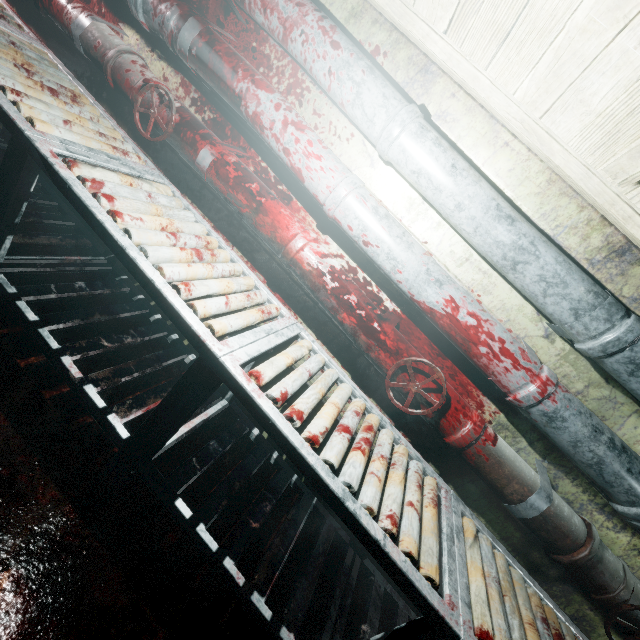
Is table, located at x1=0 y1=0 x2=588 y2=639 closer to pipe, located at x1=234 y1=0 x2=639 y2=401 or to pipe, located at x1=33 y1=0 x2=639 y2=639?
pipe, located at x1=33 y1=0 x2=639 y2=639

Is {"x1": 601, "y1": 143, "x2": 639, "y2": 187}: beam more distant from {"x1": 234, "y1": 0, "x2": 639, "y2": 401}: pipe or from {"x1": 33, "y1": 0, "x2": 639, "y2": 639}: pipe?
{"x1": 33, "y1": 0, "x2": 639, "y2": 639}: pipe

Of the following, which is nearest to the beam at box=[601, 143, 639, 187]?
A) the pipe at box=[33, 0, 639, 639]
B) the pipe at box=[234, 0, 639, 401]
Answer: the pipe at box=[234, 0, 639, 401]

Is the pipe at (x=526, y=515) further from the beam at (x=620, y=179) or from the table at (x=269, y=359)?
the beam at (x=620, y=179)

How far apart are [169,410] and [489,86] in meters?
1.7

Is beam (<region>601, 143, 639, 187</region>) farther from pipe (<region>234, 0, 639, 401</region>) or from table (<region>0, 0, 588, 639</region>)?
table (<region>0, 0, 588, 639</region>)

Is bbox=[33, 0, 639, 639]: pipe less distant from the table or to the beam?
the table

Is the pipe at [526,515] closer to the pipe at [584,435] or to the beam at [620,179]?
the pipe at [584,435]
